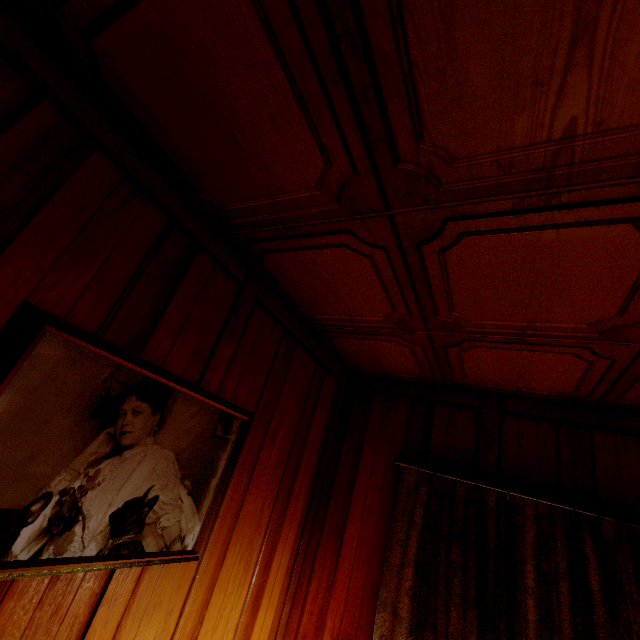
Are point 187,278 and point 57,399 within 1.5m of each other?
yes

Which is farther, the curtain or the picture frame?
the curtain

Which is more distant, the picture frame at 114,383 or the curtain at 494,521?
the curtain at 494,521
